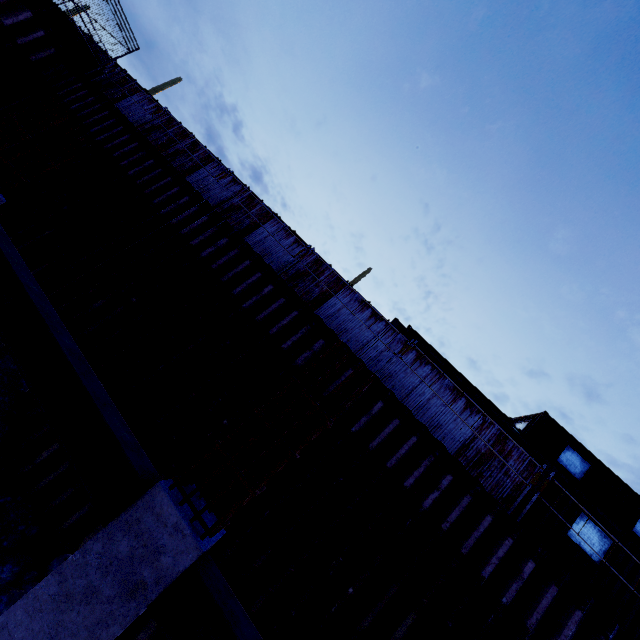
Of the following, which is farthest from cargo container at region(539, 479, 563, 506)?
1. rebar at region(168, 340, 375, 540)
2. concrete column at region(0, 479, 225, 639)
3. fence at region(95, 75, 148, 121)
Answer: concrete column at region(0, 479, 225, 639)

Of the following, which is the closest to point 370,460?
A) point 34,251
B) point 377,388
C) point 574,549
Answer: point 377,388

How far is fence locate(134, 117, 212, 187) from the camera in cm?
1312

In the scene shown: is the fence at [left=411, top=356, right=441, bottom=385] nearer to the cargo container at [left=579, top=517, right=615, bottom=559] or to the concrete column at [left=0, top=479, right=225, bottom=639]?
the cargo container at [left=579, top=517, right=615, bottom=559]

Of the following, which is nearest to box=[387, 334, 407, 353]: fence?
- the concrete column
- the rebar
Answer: the rebar

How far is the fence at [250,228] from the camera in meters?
11.7
